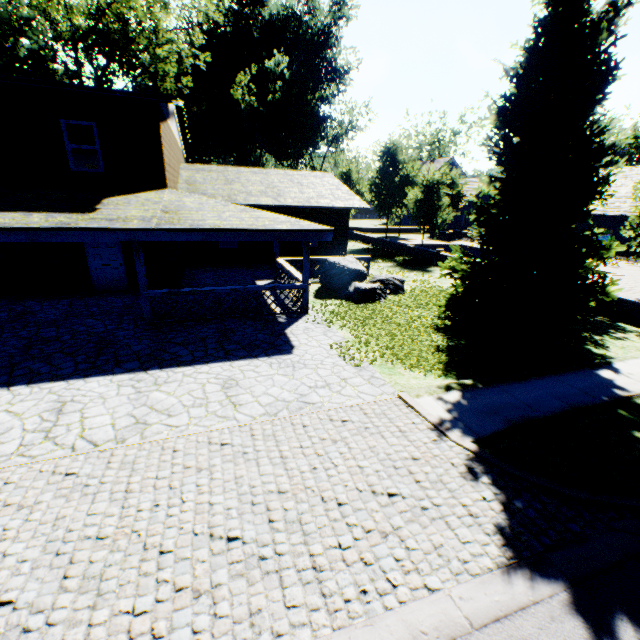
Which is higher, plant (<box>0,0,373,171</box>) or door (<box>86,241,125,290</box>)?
plant (<box>0,0,373,171</box>)

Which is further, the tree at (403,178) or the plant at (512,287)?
the tree at (403,178)

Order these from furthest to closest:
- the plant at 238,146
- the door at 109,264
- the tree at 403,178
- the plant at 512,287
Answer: the plant at 238,146
the tree at 403,178
the door at 109,264
the plant at 512,287

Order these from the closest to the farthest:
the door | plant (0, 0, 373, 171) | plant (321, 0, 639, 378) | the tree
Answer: plant (321, 0, 639, 378)
the door
the tree
plant (0, 0, 373, 171)

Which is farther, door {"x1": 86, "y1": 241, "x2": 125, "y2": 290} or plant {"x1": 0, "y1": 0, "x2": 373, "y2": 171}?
plant {"x1": 0, "y1": 0, "x2": 373, "y2": 171}

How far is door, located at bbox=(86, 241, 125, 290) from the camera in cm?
1256

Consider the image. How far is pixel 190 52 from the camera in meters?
50.1 m

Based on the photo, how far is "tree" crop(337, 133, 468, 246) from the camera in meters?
22.8 m
